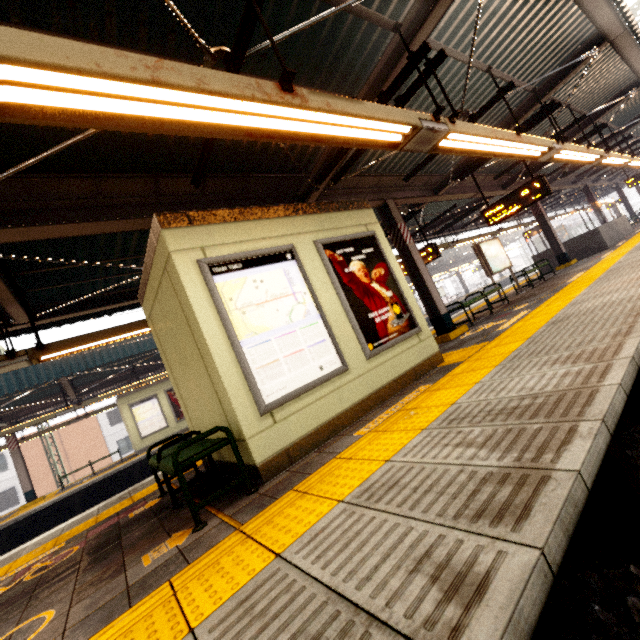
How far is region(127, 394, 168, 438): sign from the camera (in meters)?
15.38

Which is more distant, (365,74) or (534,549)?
(365,74)

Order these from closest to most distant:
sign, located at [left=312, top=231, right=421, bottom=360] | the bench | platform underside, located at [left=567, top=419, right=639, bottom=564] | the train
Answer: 1. platform underside, located at [left=567, top=419, right=639, bottom=564]
2. the bench
3. sign, located at [left=312, top=231, right=421, bottom=360]
4. the train

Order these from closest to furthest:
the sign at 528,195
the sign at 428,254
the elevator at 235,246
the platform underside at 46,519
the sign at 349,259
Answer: the elevator at 235,246 < the sign at 349,259 < the sign at 528,195 < the sign at 428,254 < the platform underside at 46,519

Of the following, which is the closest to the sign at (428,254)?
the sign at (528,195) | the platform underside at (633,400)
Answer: the sign at (528,195)

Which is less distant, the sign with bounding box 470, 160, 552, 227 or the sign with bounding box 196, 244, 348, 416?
the sign with bounding box 196, 244, 348, 416

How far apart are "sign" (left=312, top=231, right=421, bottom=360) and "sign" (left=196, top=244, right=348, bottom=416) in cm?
34

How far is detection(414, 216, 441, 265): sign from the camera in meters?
10.1
